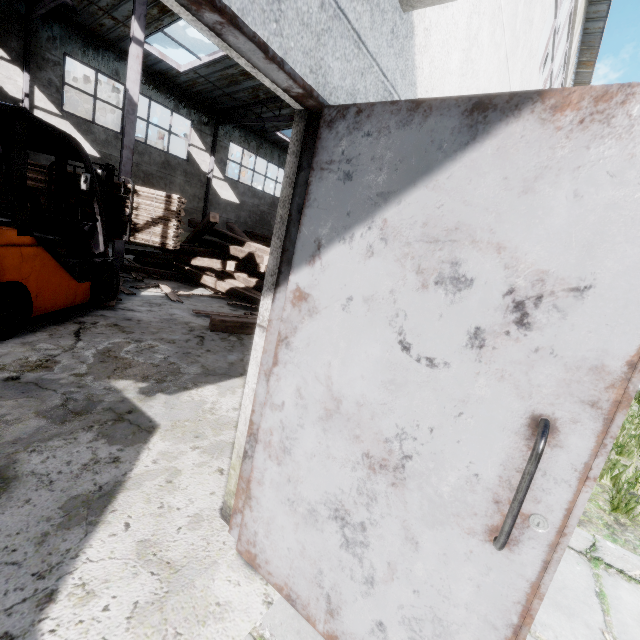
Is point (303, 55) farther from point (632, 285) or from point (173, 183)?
point (173, 183)

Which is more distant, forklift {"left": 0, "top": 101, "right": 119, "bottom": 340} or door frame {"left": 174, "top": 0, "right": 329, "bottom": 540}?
forklift {"left": 0, "top": 101, "right": 119, "bottom": 340}

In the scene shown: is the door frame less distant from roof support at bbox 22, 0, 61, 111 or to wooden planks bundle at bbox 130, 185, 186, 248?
roof support at bbox 22, 0, 61, 111

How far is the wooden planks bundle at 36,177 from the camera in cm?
544

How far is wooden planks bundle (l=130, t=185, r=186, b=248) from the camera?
5.7 meters

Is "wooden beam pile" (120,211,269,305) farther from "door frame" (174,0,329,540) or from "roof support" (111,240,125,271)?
"door frame" (174,0,329,540)

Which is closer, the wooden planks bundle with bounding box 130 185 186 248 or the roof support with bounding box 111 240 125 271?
the wooden planks bundle with bounding box 130 185 186 248

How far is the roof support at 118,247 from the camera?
8.2 meters
